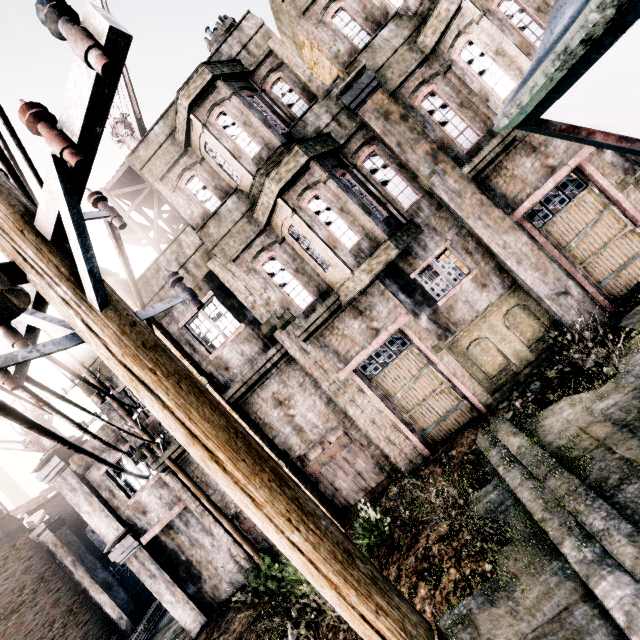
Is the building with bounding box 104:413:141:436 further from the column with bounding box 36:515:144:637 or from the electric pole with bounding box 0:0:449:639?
the column with bounding box 36:515:144:637

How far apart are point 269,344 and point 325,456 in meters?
4.2 m

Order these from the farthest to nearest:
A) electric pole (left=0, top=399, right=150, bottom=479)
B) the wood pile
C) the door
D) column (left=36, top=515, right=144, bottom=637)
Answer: the door
column (left=36, top=515, right=144, bottom=637)
the wood pile
electric pole (left=0, top=399, right=150, bottom=479)

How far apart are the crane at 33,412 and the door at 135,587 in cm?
1198

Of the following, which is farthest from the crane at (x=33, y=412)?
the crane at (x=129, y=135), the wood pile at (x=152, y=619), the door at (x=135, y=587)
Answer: the door at (x=135, y=587)

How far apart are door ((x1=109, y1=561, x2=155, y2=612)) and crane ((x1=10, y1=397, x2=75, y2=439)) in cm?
1198

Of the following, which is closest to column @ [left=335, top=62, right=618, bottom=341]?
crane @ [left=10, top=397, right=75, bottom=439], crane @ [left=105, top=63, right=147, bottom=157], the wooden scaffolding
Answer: the wooden scaffolding

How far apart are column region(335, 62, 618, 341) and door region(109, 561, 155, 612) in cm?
2744
